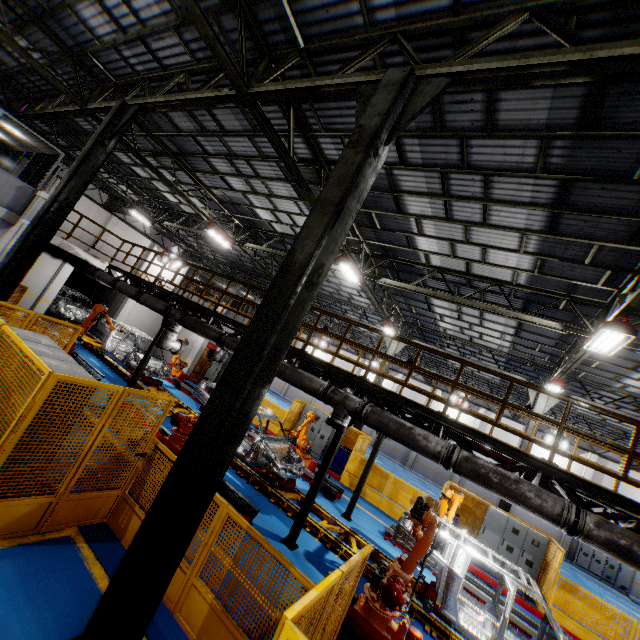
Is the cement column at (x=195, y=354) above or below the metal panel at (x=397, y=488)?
above

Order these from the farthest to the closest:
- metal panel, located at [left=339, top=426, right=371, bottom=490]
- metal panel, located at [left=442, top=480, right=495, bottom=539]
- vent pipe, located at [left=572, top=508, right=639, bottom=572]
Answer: metal panel, located at [left=339, top=426, right=371, bottom=490], metal panel, located at [left=442, top=480, right=495, bottom=539], vent pipe, located at [left=572, top=508, right=639, bottom=572]

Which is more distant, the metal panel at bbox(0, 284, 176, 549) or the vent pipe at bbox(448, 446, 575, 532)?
the vent pipe at bbox(448, 446, 575, 532)

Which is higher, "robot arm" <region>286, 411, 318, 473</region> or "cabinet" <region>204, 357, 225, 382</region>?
"cabinet" <region>204, 357, 225, 382</region>

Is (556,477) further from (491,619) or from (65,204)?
(65,204)

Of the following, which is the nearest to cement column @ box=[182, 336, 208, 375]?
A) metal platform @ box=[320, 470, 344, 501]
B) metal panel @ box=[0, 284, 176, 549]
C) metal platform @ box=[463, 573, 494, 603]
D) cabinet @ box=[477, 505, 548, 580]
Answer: metal panel @ box=[0, 284, 176, 549]

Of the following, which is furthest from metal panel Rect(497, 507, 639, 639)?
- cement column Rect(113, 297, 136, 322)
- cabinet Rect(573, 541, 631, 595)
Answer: cabinet Rect(573, 541, 631, 595)

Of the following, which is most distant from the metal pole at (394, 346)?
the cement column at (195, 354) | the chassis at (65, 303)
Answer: the cement column at (195, 354)
